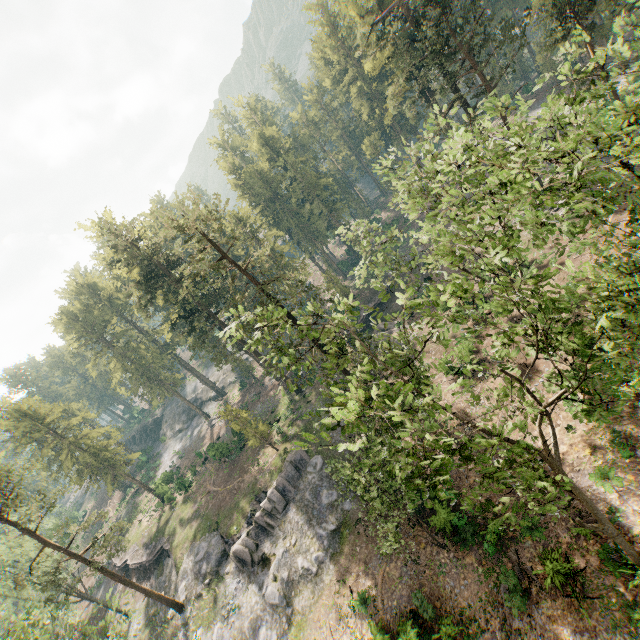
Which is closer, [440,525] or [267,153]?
[440,525]

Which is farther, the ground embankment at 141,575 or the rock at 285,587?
the ground embankment at 141,575

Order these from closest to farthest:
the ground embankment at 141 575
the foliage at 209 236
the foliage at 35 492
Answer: the foliage at 209 236 → the foliage at 35 492 → the ground embankment at 141 575

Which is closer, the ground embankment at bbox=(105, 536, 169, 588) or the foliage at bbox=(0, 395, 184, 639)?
the foliage at bbox=(0, 395, 184, 639)

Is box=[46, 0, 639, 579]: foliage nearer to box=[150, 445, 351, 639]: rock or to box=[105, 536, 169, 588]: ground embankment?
box=[150, 445, 351, 639]: rock

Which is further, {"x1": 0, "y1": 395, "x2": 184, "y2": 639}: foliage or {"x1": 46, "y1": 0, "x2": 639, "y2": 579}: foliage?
{"x1": 0, "y1": 395, "x2": 184, "y2": 639}: foliage

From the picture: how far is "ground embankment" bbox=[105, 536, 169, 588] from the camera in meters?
40.3

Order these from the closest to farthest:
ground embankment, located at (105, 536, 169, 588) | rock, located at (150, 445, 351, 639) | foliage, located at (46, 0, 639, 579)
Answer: foliage, located at (46, 0, 639, 579) < rock, located at (150, 445, 351, 639) < ground embankment, located at (105, 536, 169, 588)
